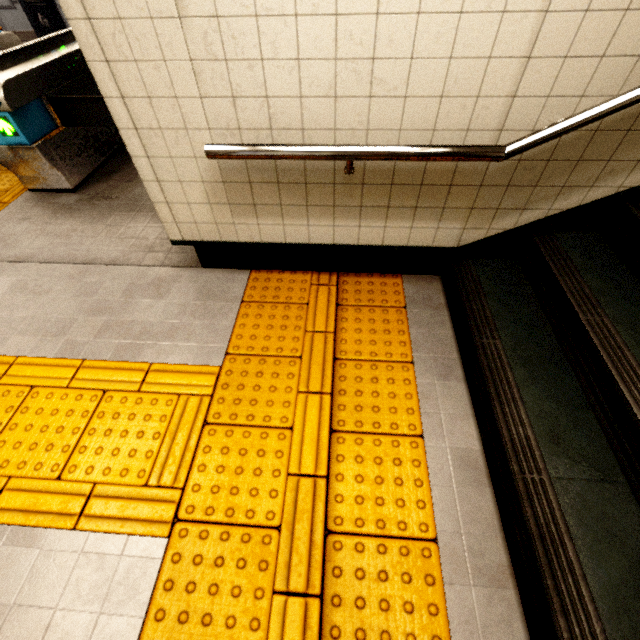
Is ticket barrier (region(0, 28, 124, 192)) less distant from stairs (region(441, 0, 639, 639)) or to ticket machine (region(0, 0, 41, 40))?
stairs (region(441, 0, 639, 639))

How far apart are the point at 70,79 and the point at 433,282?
4.2m

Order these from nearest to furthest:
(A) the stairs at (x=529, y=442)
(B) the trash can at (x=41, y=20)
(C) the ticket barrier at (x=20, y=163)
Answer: (A) the stairs at (x=529, y=442)
(C) the ticket barrier at (x=20, y=163)
(B) the trash can at (x=41, y=20)

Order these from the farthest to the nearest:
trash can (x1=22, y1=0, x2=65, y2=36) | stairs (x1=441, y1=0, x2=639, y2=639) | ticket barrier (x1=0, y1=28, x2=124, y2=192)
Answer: trash can (x1=22, y1=0, x2=65, y2=36) < ticket barrier (x1=0, y1=28, x2=124, y2=192) < stairs (x1=441, y1=0, x2=639, y2=639)

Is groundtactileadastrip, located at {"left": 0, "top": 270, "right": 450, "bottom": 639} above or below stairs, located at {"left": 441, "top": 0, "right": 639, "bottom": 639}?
below

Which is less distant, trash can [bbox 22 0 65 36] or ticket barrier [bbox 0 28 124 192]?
ticket barrier [bbox 0 28 124 192]

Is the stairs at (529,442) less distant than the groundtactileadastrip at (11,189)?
Yes
